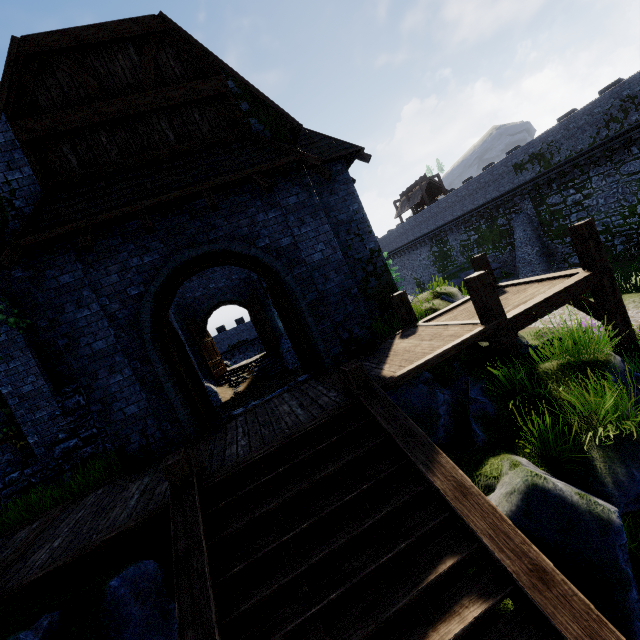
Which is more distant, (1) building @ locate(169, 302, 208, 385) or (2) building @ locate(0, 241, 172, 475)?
(1) building @ locate(169, 302, 208, 385)

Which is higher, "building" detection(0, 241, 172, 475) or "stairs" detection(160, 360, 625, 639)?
"building" detection(0, 241, 172, 475)

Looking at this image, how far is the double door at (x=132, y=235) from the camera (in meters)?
6.76

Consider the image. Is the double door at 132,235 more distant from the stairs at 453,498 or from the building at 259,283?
the stairs at 453,498

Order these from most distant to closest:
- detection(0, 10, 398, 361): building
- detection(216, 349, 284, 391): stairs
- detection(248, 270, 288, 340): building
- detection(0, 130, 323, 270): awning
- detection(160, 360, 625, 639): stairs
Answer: detection(216, 349, 284, 391): stairs, detection(248, 270, 288, 340): building, detection(0, 10, 398, 361): building, detection(0, 130, 323, 270): awning, detection(160, 360, 625, 639): stairs

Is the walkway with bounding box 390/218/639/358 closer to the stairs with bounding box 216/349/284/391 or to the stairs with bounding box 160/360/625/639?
the stairs with bounding box 160/360/625/639

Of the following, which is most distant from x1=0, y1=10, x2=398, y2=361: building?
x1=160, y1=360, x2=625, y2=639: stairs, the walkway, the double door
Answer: x1=160, y1=360, x2=625, y2=639: stairs

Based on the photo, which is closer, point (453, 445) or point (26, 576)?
point (26, 576)
